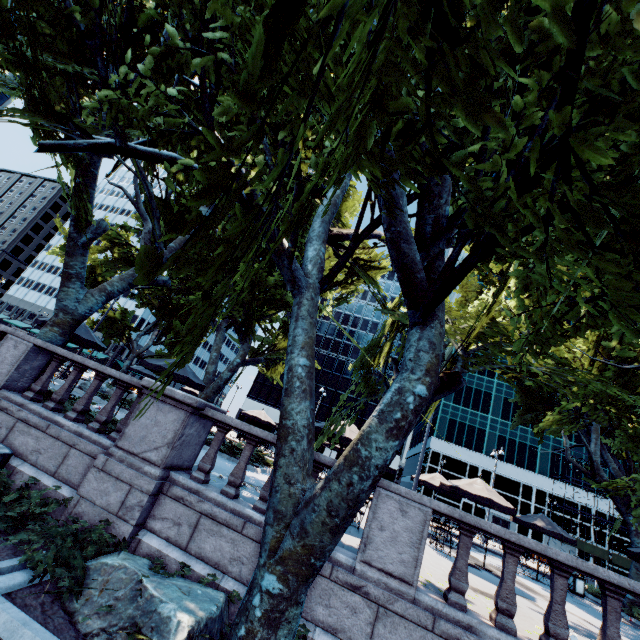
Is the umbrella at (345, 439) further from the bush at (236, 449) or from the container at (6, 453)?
the container at (6, 453)

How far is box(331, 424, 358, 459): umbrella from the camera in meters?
10.2 m

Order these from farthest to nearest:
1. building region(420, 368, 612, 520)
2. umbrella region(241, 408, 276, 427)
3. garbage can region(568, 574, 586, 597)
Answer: building region(420, 368, 612, 520) → umbrella region(241, 408, 276, 427) → garbage can region(568, 574, 586, 597)

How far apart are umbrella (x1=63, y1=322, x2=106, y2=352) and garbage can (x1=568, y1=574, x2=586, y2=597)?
26.1m

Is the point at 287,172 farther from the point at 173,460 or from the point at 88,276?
the point at 88,276

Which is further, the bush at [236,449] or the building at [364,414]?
the building at [364,414]

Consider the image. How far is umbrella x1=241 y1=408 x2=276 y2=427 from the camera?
22.92m

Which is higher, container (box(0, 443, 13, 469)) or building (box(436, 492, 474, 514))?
building (box(436, 492, 474, 514))
